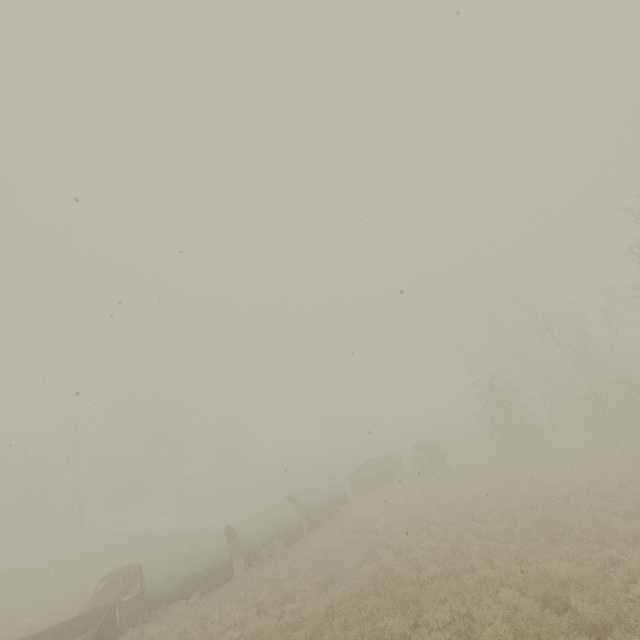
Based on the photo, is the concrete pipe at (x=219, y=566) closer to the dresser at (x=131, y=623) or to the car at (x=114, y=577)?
the dresser at (x=131, y=623)

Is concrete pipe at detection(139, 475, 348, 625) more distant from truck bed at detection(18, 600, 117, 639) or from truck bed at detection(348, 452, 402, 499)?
truck bed at detection(348, 452, 402, 499)

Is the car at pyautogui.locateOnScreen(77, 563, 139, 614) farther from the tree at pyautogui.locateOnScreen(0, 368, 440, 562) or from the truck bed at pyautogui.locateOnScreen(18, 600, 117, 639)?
the tree at pyautogui.locateOnScreen(0, 368, 440, 562)

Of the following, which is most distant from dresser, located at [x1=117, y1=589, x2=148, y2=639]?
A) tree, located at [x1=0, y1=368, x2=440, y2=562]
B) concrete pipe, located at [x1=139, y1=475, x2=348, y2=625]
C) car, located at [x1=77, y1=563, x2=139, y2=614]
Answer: tree, located at [x1=0, y1=368, x2=440, y2=562]

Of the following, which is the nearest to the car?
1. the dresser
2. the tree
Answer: the dresser

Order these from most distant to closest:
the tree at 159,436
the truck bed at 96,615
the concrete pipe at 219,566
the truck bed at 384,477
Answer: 1. the tree at 159,436
2. the truck bed at 384,477
3. the concrete pipe at 219,566
4. the truck bed at 96,615

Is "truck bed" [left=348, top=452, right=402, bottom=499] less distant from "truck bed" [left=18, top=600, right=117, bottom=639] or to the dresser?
the dresser

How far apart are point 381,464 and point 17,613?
24.29m
